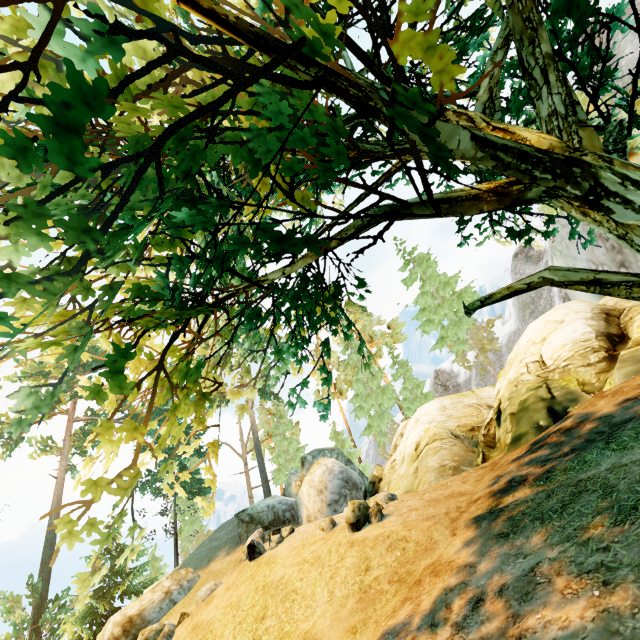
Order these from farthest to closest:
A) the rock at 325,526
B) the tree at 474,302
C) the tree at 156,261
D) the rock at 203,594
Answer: the rock at 203,594 → the rock at 325,526 → the tree at 474,302 → the tree at 156,261

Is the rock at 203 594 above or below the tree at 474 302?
below

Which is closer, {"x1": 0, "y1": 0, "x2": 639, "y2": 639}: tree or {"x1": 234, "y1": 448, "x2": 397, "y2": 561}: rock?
{"x1": 0, "y1": 0, "x2": 639, "y2": 639}: tree

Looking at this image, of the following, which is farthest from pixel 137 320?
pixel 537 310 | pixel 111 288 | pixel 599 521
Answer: pixel 537 310

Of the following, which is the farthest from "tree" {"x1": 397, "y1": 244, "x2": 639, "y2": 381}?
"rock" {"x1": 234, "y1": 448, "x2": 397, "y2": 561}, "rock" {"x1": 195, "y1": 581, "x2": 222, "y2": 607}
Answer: "rock" {"x1": 195, "y1": 581, "x2": 222, "y2": 607}

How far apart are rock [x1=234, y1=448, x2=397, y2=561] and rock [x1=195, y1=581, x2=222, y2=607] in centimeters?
580cm

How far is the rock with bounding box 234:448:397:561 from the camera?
10.7m

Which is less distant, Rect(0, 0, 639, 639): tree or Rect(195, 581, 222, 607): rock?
Rect(0, 0, 639, 639): tree
